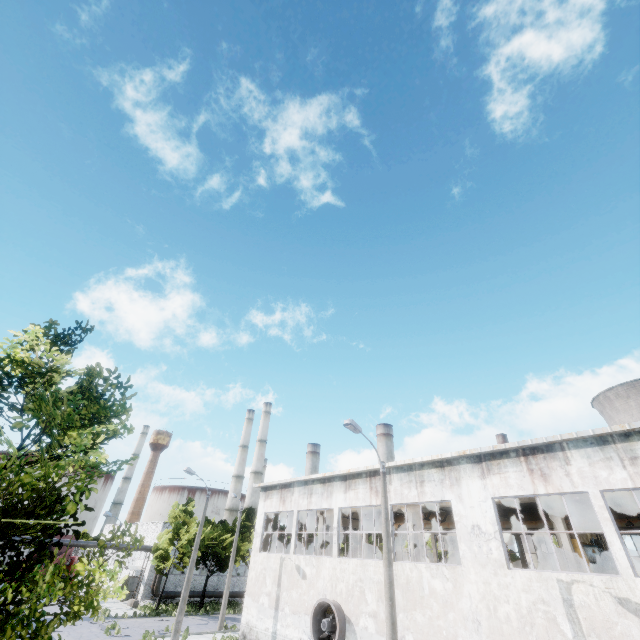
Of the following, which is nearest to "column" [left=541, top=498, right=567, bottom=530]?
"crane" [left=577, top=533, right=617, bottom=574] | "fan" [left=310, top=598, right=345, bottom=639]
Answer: "crane" [left=577, top=533, right=617, bottom=574]

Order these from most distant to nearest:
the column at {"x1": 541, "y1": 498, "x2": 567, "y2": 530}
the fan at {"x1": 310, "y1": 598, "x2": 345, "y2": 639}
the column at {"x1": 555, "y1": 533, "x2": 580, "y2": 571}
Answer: the fan at {"x1": 310, "y1": 598, "x2": 345, "y2": 639} → the column at {"x1": 541, "y1": 498, "x2": 567, "y2": 530} → the column at {"x1": 555, "y1": 533, "x2": 580, "y2": 571}

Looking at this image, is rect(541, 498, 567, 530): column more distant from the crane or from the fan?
the fan

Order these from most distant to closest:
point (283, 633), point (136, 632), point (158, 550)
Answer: point (158, 550) < point (136, 632) < point (283, 633)

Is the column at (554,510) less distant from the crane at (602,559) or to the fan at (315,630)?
the crane at (602,559)

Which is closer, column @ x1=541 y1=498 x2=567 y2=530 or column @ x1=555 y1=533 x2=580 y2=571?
column @ x1=555 y1=533 x2=580 y2=571

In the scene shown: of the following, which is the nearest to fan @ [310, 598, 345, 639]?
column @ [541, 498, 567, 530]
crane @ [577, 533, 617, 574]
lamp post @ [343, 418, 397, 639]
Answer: lamp post @ [343, 418, 397, 639]

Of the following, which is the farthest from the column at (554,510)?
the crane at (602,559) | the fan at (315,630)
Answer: the fan at (315,630)
